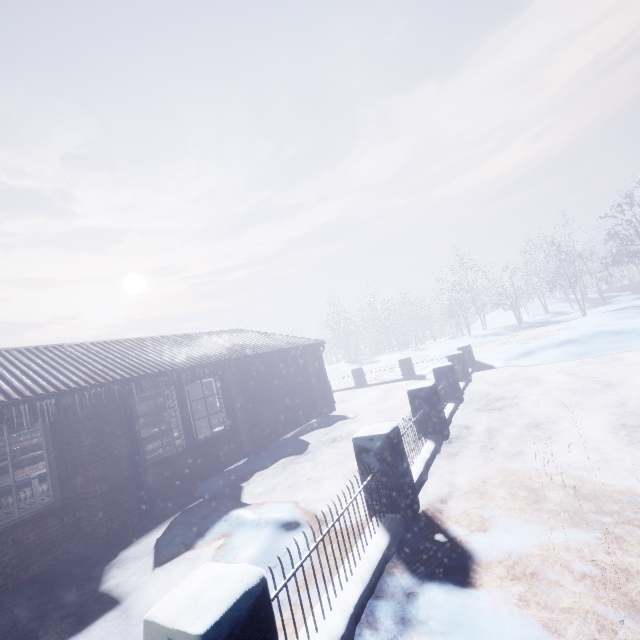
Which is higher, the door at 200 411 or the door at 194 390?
the door at 194 390

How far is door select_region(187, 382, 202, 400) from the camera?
13.7 meters

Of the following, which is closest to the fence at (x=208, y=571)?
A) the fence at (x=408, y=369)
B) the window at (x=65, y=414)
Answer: the fence at (x=408, y=369)

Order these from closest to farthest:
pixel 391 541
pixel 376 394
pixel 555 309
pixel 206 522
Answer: pixel 391 541 → pixel 206 522 → pixel 376 394 → pixel 555 309

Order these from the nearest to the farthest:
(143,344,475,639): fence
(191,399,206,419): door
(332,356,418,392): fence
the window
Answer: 1. (143,344,475,639): fence
2. the window
3. (332,356,418,392): fence
4. (191,399,206,419): door

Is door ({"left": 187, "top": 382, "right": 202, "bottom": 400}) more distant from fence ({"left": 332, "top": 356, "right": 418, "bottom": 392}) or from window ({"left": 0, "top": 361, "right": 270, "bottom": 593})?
window ({"left": 0, "top": 361, "right": 270, "bottom": 593})

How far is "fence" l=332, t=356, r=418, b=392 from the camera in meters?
13.1 m
